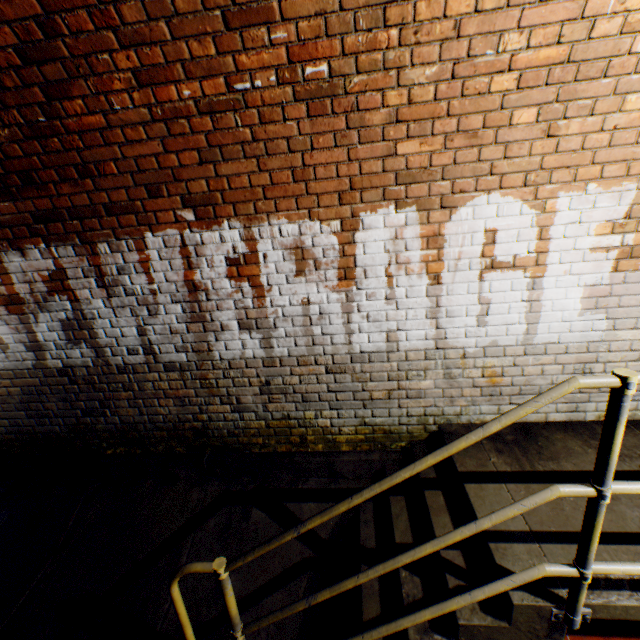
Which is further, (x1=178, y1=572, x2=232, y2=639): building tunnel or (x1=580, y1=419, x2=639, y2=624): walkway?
(x1=178, y1=572, x2=232, y2=639): building tunnel

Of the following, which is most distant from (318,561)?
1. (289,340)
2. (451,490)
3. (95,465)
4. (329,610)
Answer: (95,465)

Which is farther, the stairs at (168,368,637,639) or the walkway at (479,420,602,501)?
the walkway at (479,420,602,501)

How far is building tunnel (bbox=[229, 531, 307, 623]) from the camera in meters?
2.4 m

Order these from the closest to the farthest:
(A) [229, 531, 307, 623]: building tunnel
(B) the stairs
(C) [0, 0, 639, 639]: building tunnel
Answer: (B) the stairs < (C) [0, 0, 639, 639]: building tunnel < (A) [229, 531, 307, 623]: building tunnel

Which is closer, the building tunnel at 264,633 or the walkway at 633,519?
the walkway at 633,519
